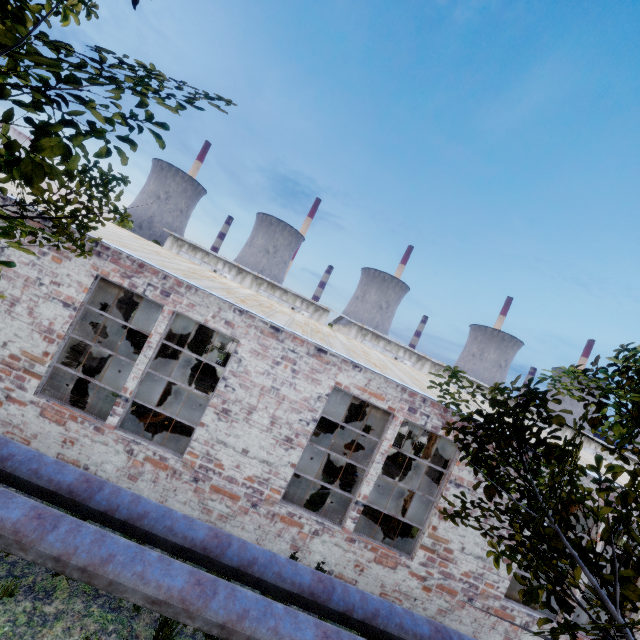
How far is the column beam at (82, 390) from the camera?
10.3 meters

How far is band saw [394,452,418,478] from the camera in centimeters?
1849cm

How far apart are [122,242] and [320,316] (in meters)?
22.28

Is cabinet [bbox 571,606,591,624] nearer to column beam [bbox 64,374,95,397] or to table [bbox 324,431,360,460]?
table [bbox 324,431,360,460]

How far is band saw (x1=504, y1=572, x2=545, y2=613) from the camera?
9.1 meters

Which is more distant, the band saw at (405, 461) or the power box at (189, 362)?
the power box at (189, 362)

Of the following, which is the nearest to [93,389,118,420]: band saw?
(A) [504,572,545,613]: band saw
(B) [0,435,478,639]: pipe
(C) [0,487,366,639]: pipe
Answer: (B) [0,435,478,639]: pipe

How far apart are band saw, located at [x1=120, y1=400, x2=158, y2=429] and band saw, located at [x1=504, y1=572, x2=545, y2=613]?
11.4m
